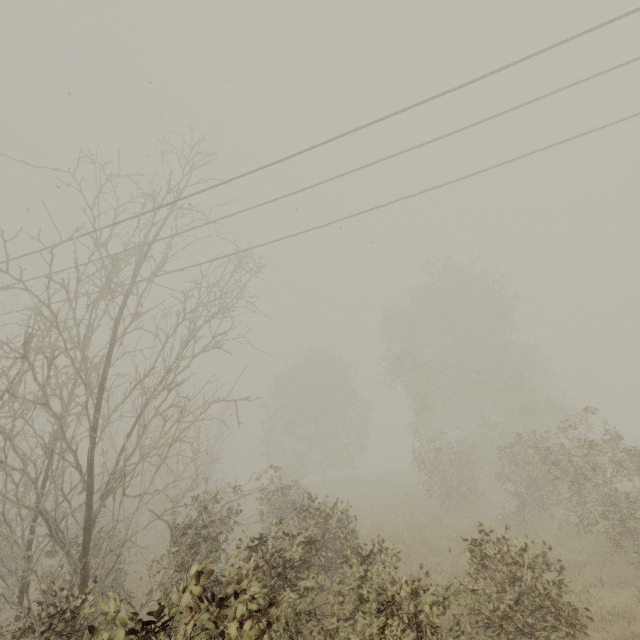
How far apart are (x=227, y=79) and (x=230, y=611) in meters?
7.1

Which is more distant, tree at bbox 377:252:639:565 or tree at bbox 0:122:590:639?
tree at bbox 377:252:639:565

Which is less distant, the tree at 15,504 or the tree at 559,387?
the tree at 15,504
